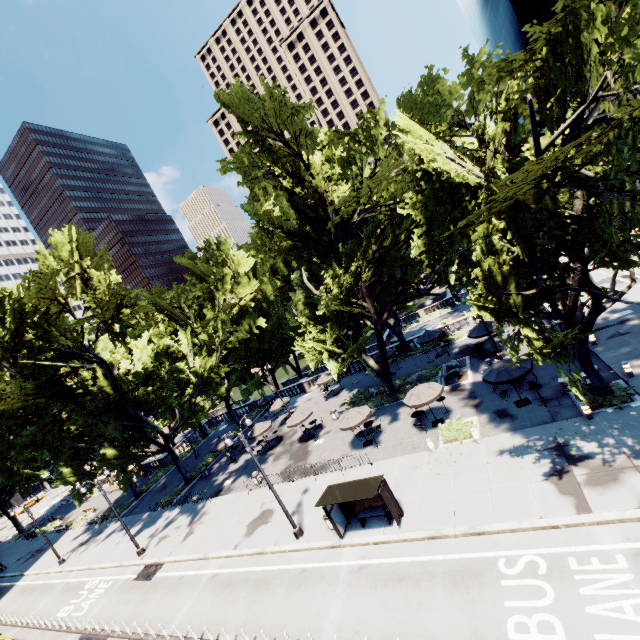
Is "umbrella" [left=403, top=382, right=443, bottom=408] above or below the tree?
below

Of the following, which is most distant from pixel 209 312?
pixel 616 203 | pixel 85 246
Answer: pixel 616 203

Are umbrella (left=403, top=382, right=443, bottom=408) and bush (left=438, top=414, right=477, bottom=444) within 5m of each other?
yes

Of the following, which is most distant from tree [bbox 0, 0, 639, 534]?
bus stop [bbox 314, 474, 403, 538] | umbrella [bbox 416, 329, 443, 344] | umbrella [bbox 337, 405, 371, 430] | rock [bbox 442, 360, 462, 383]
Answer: bus stop [bbox 314, 474, 403, 538]

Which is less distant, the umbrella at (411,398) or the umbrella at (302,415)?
the umbrella at (411,398)

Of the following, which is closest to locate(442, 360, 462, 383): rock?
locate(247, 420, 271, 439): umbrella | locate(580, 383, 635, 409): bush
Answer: locate(580, 383, 635, 409): bush

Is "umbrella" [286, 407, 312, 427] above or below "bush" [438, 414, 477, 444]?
above

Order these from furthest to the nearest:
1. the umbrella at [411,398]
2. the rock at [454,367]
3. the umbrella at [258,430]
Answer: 1. the umbrella at [258,430]
2. the rock at [454,367]
3. the umbrella at [411,398]
